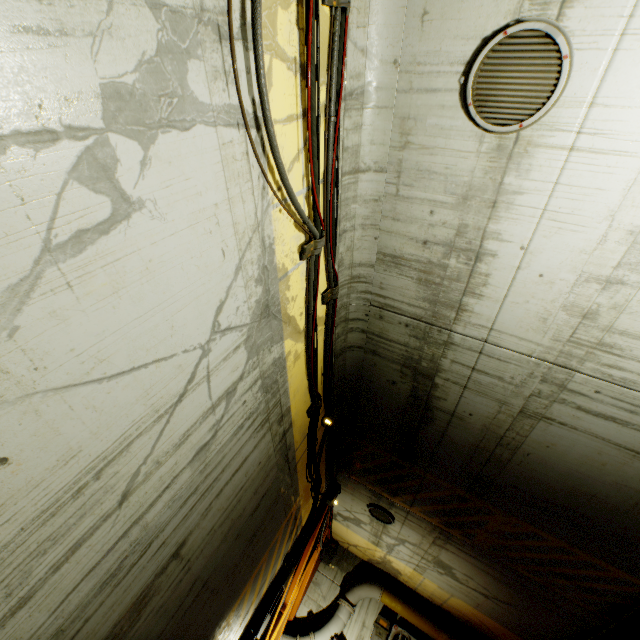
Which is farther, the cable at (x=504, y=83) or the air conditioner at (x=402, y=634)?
the air conditioner at (x=402, y=634)

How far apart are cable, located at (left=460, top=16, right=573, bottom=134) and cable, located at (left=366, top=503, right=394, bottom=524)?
9.2m

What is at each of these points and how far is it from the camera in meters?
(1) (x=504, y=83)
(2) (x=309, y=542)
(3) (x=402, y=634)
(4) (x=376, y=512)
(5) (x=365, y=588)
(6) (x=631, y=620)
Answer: (1) cable, 2.9 m
(2) beam, 9.8 m
(3) air conditioner, 10.5 m
(4) cable, 9.3 m
(5) pipe, 11.2 m
(6) pipe, 6.0 m

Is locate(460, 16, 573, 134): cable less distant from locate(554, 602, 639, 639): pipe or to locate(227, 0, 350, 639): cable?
locate(227, 0, 350, 639): cable

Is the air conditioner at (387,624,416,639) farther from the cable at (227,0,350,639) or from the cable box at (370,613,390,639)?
the cable at (227,0,350,639)

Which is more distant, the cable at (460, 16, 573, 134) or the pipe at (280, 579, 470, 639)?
the pipe at (280, 579, 470, 639)

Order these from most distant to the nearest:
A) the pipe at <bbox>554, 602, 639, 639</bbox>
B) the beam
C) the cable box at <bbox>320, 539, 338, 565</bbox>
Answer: the cable box at <bbox>320, 539, 338, 565</bbox>
the beam
the pipe at <bbox>554, 602, 639, 639</bbox>

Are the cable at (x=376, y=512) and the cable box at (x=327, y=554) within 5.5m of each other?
yes
